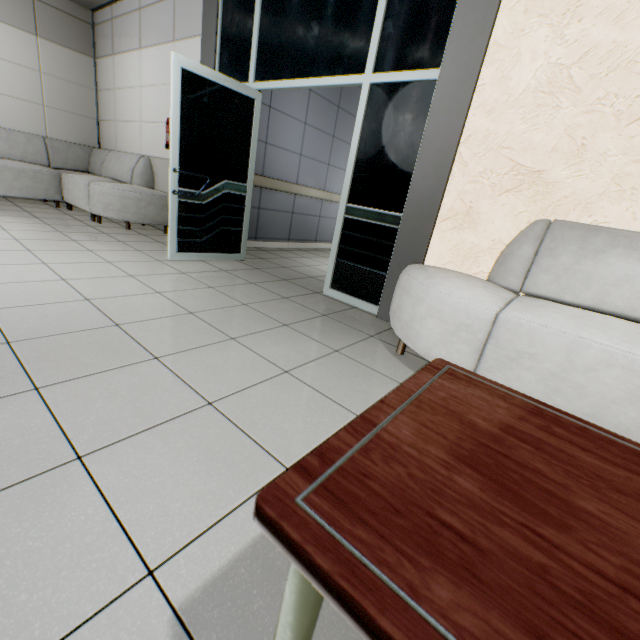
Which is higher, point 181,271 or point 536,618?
point 536,618

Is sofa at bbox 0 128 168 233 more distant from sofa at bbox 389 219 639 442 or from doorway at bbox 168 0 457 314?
sofa at bbox 389 219 639 442

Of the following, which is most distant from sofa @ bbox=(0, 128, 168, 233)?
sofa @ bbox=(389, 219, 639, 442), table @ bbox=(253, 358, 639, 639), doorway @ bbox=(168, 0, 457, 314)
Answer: table @ bbox=(253, 358, 639, 639)

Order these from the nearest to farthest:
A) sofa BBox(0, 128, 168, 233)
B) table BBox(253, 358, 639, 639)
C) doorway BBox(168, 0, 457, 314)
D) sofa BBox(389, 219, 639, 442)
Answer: table BBox(253, 358, 639, 639), sofa BBox(389, 219, 639, 442), doorway BBox(168, 0, 457, 314), sofa BBox(0, 128, 168, 233)

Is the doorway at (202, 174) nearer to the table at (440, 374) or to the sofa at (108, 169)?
the sofa at (108, 169)

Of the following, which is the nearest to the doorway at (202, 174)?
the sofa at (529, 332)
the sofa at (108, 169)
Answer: the sofa at (529, 332)

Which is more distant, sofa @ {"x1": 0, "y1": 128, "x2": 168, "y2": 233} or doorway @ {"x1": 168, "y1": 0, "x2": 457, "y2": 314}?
sofa @ {"x1": 0, "y1": 128, "x2": 168, "y2": 233}

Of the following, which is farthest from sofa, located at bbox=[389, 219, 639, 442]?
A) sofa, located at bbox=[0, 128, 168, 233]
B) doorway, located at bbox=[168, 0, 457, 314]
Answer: sofa, located at bbox=[0, 128, 168, 233]
